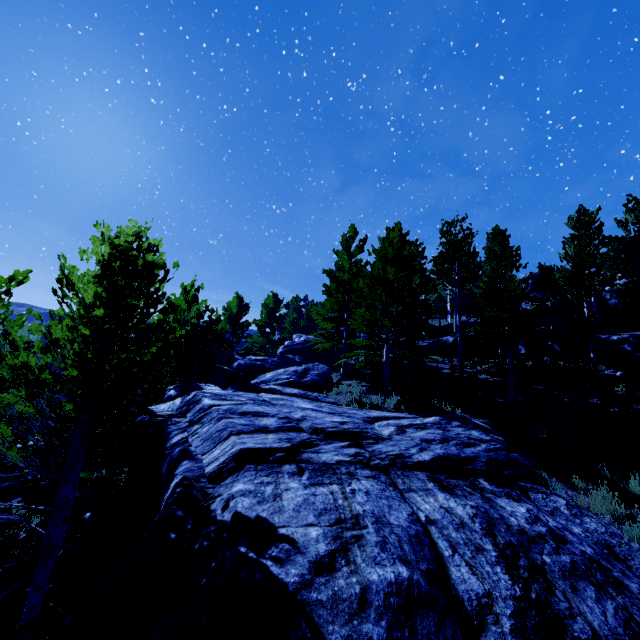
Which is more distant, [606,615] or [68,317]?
[68,317]

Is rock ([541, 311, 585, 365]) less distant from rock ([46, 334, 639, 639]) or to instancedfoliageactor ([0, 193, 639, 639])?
instancedfoliageactor ([0, 193, 639, 639])

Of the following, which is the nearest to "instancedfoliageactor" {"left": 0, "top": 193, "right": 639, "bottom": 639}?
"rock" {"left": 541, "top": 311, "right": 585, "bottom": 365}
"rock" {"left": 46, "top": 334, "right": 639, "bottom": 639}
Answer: "rock" {"left": 46, "top": 334, "right": 639, "bottom": 639}

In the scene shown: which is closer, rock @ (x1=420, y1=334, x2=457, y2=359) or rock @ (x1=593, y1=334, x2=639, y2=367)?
rock @ (x1=593, y1=334, x2=639, y2=367)

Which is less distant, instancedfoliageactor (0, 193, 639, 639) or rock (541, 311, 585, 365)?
instancedfoliageactor (0, 193, 639, 639)

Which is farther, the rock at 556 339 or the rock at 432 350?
the rock at 432 350

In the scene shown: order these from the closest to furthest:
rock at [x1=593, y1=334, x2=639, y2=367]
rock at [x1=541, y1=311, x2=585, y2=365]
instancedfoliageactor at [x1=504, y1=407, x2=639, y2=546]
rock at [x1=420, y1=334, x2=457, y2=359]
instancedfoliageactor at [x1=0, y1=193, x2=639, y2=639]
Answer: instancedfoliageactor at [x1=0, y1=193, x2=639, y2=639], instancedfoliageactor at [x1=504, y1=407, x2=639, y2=546], rock at [x1=593, y1=334, x2=639, y2=367], rock at [x1=541, y1=311, x2=585, y2=365], rock at [x1=420, y1=334, x2=457, y2=359]
